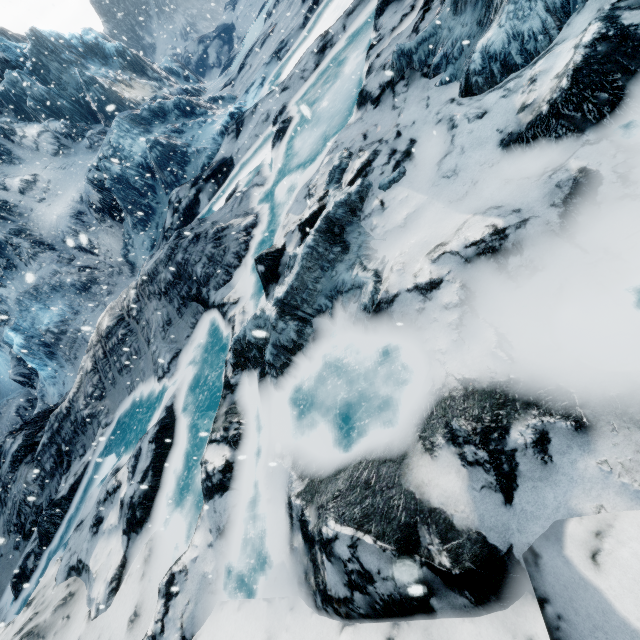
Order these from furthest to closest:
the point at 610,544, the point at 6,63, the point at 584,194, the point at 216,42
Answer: the point at 216,42
the point at 6,63
the point at 584,194
the point at 610,544
